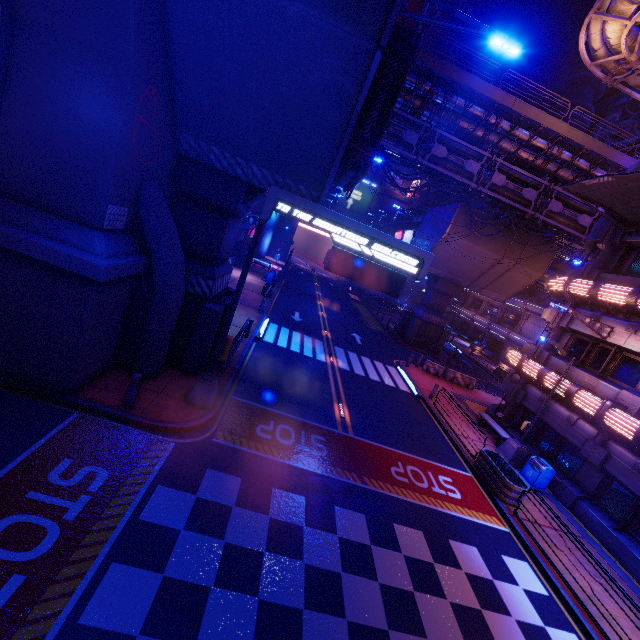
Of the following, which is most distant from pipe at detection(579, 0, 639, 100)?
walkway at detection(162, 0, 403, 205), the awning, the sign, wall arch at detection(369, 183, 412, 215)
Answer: the awning

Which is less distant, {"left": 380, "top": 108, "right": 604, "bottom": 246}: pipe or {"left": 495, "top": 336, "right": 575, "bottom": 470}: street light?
{"left": 495, "top": 336, "right": 575, "bottom": 470}: street light

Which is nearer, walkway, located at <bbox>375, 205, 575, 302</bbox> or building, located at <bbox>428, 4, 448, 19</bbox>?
walkway, located at <bbox>375, 205, 575, 302</bbox>

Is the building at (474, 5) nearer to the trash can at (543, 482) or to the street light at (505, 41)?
the street light at (505, 41)

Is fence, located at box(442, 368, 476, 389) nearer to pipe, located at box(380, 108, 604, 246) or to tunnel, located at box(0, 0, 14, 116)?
pipe, located at box(380, 108, 604, 246)

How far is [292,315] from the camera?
26.5m

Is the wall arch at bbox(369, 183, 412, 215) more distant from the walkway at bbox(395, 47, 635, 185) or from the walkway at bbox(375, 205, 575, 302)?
the walkway at bbox(395, 47, 635, 185)

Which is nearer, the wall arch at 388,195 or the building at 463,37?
the building at 463,37
